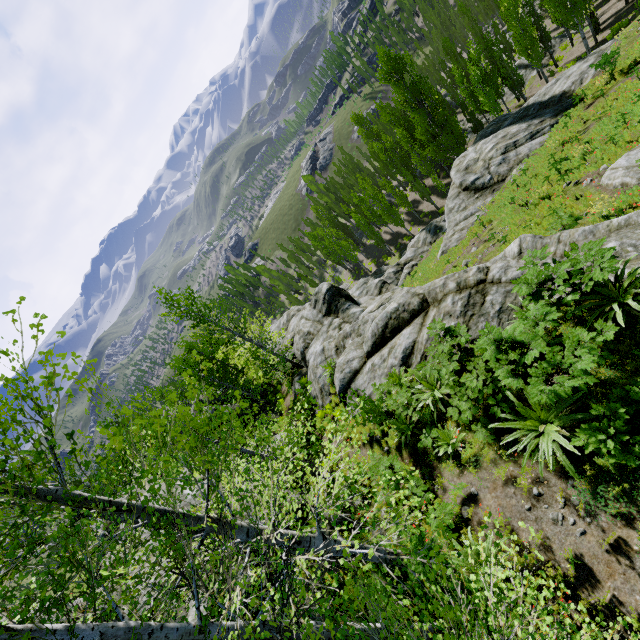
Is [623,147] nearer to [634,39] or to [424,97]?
[634,39]

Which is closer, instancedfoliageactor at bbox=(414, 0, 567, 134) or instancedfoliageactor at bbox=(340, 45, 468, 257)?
instancedfoliageactor at bbox=(414, 0, 567, 134)

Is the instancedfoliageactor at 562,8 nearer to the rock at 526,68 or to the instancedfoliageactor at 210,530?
the rock at 526,68

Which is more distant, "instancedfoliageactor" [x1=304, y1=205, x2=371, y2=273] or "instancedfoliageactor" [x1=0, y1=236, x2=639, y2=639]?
"instancedfoliageactor" [x1=304, y1=205, x2=371, y2=273]

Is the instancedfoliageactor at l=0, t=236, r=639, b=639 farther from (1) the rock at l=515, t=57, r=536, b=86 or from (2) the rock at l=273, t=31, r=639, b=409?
(1) the rock at l=515, t=57, r=536, b=86

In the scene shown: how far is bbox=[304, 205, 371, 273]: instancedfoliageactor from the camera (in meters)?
47.58

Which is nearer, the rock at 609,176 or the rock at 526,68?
the rock at 609,176

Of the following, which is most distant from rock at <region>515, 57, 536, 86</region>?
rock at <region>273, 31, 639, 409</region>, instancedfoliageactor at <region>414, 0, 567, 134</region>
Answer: rock at <region>273, 31, 639, 409</region>
